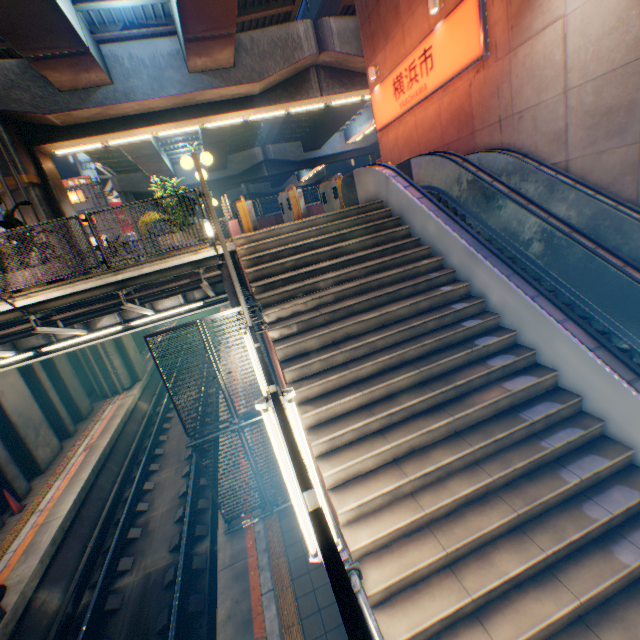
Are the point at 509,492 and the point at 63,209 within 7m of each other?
no

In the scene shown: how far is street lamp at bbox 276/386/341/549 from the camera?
2.77m

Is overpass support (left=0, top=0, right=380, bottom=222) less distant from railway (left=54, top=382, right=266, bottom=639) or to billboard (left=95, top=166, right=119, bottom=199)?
railway (left=54, top=382, right=266, bottom=639)

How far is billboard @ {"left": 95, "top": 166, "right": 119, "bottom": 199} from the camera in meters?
42.9

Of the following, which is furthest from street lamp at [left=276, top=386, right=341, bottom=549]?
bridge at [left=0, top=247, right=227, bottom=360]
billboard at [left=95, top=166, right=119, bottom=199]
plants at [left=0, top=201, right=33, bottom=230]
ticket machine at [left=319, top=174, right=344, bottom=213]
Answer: billboard at [left=95, top=166, right=119, bottom=199]

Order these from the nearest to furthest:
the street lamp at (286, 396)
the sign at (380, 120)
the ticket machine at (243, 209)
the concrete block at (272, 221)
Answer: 1. the street lamp at (286, 396)
2. the sign at (380, 120)
3. the ticket machine at (243, 209)
4. the concrete block at (272, 221)

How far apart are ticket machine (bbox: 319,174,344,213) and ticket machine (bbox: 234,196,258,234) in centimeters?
293cm

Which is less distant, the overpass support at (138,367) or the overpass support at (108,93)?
the overpass support at (108,93)
